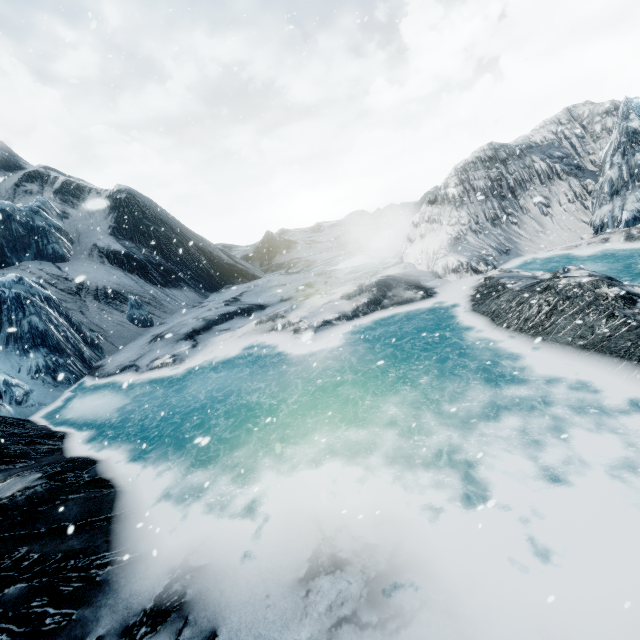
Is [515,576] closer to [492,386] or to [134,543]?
[492,386]
